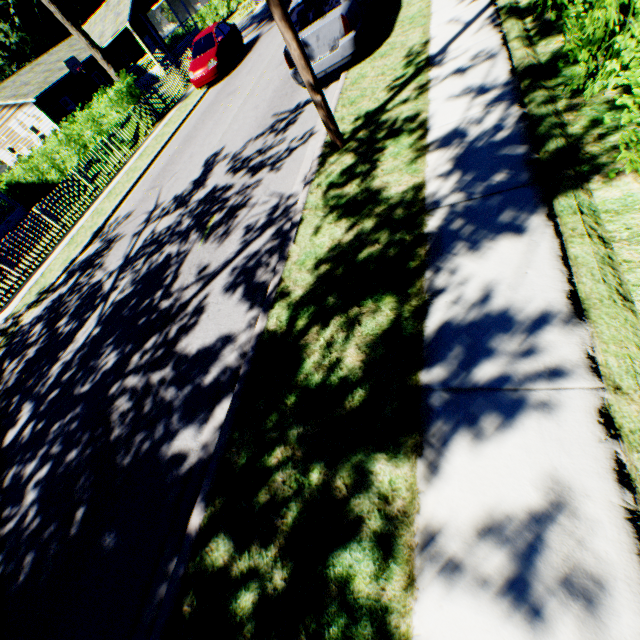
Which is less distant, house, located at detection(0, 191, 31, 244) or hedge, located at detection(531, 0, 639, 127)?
hedge, located at detection(531, 0, 639, 127)

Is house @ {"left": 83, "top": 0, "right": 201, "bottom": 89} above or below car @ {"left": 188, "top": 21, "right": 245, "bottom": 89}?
above

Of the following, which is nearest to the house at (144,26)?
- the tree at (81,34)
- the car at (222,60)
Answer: the tree at (81,34)

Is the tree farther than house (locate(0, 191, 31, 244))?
No

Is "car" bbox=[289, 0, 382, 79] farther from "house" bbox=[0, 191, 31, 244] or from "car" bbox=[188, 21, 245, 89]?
"house" bbox=[0, 191, 31, 244]

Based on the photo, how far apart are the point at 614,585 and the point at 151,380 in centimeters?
510cm

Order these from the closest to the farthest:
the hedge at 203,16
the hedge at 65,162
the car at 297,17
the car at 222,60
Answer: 1. the car at 297,17
2. the car at 222,60
3. the hedge at 65,162
4. the hedge at 203,16

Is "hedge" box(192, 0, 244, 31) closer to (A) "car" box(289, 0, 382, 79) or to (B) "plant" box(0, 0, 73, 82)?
(B) "plant" box(0, 0, 73, 82)
